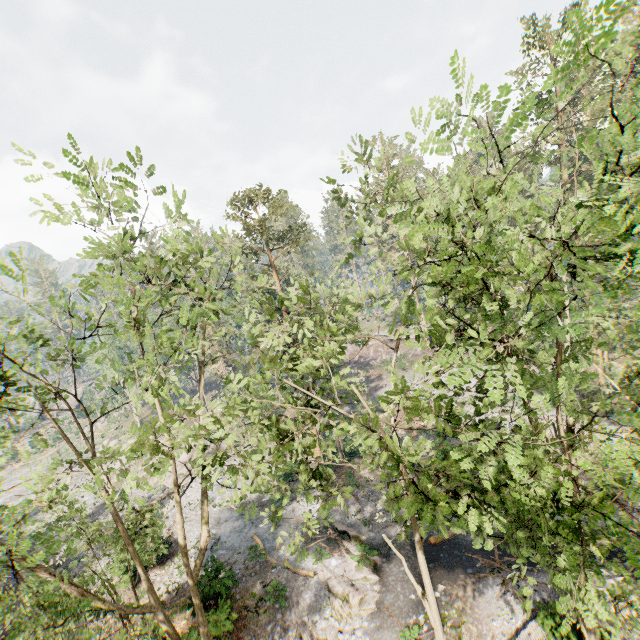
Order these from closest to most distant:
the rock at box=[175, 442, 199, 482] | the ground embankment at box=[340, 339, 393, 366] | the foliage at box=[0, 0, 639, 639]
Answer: the foliage at box=[0, 0, 639, 639] → the rock at box=[175, 442, 199, 482] → the ground embankment at box=[340, 339, 393, 366]

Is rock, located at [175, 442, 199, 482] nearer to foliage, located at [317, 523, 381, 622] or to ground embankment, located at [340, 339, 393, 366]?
foliage, located at [317, 523, 381, 622]

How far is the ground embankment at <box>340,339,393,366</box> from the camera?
53.3m

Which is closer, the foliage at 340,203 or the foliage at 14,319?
the foliage at 14,319

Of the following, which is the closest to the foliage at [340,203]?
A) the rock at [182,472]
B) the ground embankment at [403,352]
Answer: the ground embankment at [403,352]

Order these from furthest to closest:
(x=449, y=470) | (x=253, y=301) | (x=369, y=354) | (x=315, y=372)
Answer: (x=369, y=354)
(x=253, y=301)
(x=315, y=372)
(x=449, y=470)

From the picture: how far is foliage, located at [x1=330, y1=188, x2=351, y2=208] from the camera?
11.0m
